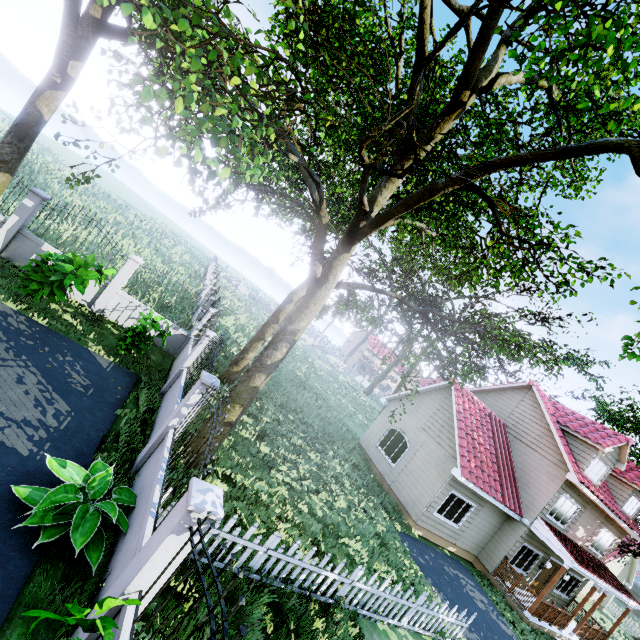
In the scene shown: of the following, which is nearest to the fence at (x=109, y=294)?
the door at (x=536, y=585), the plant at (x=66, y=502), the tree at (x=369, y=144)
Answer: the plant at (x=66, y=502)

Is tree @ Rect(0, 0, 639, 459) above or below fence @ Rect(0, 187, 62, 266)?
above

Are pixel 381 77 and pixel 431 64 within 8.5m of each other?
yes

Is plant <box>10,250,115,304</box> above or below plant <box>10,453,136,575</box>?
above

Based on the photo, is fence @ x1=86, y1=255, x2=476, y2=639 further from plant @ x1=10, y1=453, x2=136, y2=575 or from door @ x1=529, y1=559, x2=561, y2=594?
door @ x1=529, y1=559, x2=561, y2=594

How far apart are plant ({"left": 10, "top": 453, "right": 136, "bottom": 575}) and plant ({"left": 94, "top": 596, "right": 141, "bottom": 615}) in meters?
1.3 m

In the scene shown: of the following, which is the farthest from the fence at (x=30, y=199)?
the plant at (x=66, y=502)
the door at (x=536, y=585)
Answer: the door at (x=536, y=585)

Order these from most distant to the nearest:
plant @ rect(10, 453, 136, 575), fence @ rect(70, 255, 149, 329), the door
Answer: the door → fence @ rect(70, 255, 149, 329) → plant @ rect(10, 453, 136, 575)
